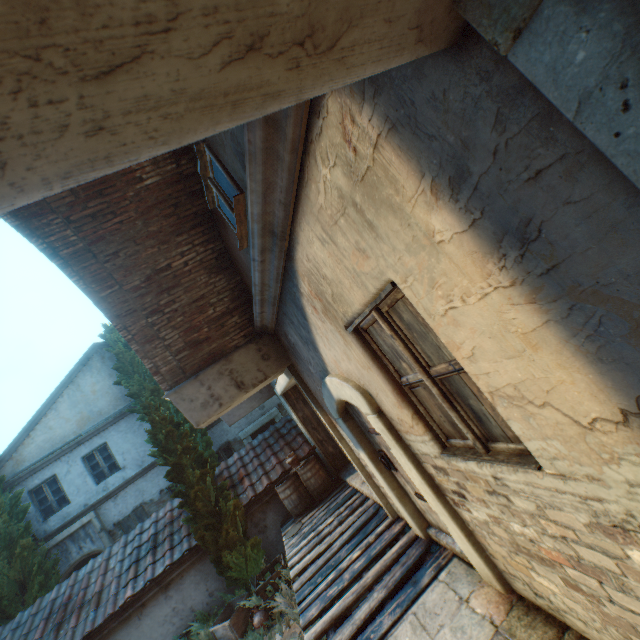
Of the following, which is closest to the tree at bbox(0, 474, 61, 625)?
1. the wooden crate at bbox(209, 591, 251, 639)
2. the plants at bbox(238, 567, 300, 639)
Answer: the wooden crate at bbox(209, 591, 251, 639)

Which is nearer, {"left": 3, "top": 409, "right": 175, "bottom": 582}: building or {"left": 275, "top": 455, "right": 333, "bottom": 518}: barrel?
{"left": 275, "top": 455, "right": 333, "bottom": 518}: barrel

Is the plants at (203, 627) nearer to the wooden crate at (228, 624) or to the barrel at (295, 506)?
the wooden crate at (228, 624)

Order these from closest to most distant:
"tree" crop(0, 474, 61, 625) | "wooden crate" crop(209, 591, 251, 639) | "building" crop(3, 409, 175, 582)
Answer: "wooden crate" crop(209, 591, 251, 639) → "tree" crop(0, 474, 61, 625) → "building" crop(3, 409, 175, 582)

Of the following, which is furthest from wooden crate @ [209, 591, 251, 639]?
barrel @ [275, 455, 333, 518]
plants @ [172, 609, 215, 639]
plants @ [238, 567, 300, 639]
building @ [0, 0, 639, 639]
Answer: building @ [0, 0, 639, 639]

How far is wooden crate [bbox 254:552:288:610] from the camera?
7.0 meters

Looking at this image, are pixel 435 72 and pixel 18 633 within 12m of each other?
no

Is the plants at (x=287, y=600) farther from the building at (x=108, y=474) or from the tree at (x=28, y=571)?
the building at (x=108, y=474)
